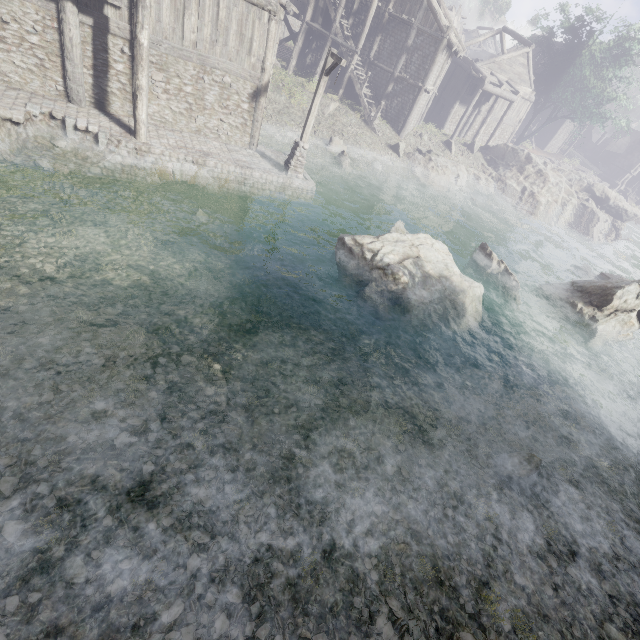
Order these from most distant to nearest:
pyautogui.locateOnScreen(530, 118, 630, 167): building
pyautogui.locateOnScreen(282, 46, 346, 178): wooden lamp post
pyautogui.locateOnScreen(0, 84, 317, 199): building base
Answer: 1. pyautogui.locateOnScreen(530, 118, 630, 167): building
2. pyautogui.locateOnScreen(282, 46, 346, 178): wooden lamp post
3. pyautogui.locateOnScreen(0, 84, 317, 199): building base

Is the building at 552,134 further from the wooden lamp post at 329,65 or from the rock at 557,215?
the wooden lamp post at 329,65

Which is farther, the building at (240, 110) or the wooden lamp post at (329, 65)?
the wooden lamp post at (329, 65)

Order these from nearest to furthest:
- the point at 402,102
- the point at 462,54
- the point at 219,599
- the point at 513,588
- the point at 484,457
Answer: the point at 219,599 → the point at 513,588 → the point at 484,457 → the point at 402,102 → the point at 462,54

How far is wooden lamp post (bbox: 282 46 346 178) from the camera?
12.6 meters

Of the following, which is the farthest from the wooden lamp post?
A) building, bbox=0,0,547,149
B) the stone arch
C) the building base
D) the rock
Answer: the stone arch

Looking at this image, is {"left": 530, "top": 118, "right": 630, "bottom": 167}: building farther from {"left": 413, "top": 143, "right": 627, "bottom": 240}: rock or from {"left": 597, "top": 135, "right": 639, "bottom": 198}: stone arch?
{"left": 597, "top": 135, "right": 639, "bottom": 198}: stone arch

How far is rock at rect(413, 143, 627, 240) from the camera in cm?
2877
